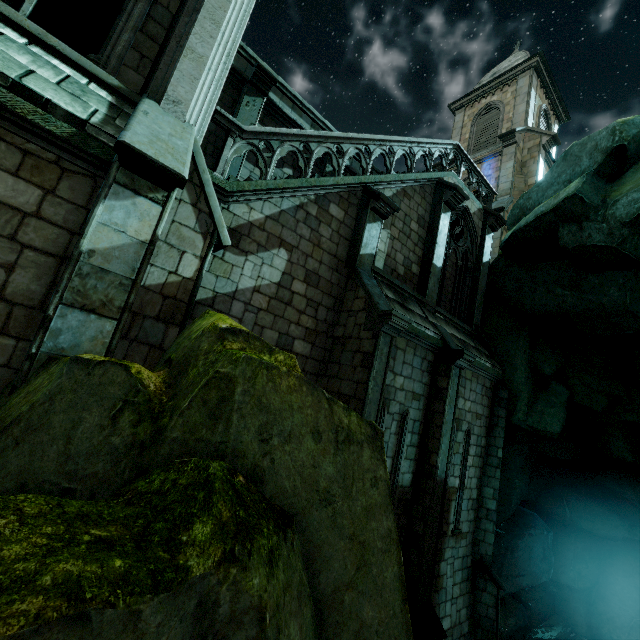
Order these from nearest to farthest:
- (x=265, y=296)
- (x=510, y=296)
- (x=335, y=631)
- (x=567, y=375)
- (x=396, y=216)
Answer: (x=335, y=631)
(x=265, y=296)
(x=396, y=216)
(x=567, y=375)
(x=510, y=296)

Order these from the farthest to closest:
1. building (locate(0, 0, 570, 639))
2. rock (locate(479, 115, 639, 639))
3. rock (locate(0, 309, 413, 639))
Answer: rock (locate(479, 115, 639, 639)), building (locate(0, 0, 570, 639)), rock (locate(0, 309, 413, 639))

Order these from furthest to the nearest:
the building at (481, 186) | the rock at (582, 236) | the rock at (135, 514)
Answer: the rock at (582, 236)
the building at (481, 186)
the rock at (135, 514)

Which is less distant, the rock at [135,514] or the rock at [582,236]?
the rock at [135,514]

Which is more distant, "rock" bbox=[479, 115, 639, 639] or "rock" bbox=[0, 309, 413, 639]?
"rock" bbox=[479, 115, 639, 639]

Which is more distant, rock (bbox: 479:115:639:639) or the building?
rock (bbox: 479:115:639:639)
